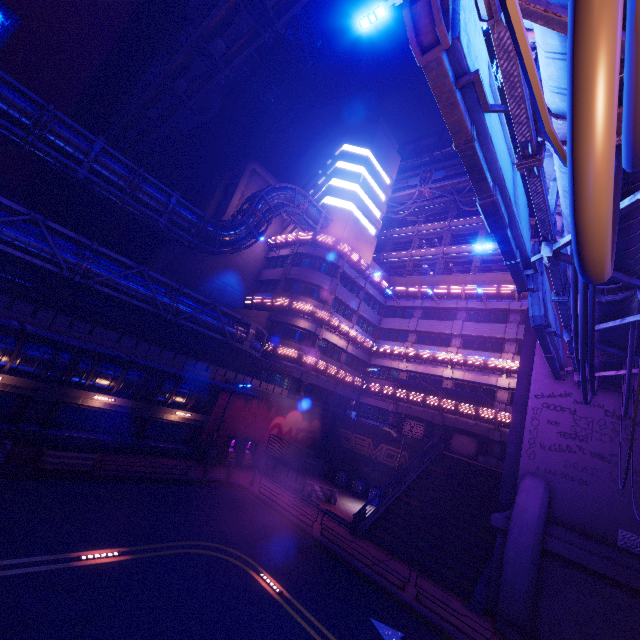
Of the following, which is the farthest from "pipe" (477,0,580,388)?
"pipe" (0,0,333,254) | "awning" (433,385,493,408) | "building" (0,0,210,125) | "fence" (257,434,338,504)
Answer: "building" (0,0,210,125)

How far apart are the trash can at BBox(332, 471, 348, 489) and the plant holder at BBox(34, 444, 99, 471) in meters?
19.2

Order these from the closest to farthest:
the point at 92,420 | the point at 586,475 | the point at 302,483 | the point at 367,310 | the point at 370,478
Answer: the point at 586,475, the point at 92,420, the point at 302,483, the point at 370,478, the point at 367,310

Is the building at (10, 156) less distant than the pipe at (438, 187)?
Yes

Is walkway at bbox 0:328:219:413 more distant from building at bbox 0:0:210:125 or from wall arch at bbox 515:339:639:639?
wall arch at bbox 515:339:639:639

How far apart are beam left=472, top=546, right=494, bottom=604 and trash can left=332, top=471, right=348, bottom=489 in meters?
13.5 m

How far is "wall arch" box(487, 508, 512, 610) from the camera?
14.1m

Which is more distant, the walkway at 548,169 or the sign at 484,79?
the walkway at 548,169
